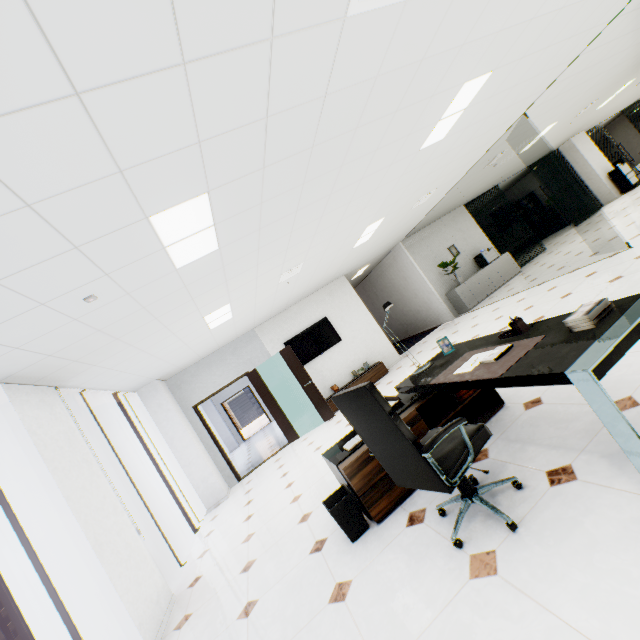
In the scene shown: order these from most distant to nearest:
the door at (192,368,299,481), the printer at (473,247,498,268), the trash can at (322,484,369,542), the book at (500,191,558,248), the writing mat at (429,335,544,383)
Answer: the book at (500,191,558,248) < the printer at (473,247,498,268) < the door at (192,368,299,481) < the trash can at (322,484,369,542) < the writing mat at (429,335,544,383)

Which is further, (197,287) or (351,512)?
(197,287)

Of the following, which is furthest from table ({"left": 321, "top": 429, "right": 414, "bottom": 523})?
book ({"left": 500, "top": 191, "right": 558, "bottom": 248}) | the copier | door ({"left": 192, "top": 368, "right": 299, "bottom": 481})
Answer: book ({"left": 500, "top": 191, "right": 558, "bottom": 248})

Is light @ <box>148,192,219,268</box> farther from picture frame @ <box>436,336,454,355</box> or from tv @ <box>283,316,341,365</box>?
tv @ <box>283,316,341,365</box>

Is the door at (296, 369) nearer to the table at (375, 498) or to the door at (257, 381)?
the door at (257, 381)

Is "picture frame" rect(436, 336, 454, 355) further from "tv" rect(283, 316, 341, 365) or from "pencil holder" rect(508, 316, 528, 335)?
"tv" rect(283, 316, 341, 365)

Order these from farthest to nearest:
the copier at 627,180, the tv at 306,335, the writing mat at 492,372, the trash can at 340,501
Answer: the copier at 627,180
the tv at 306,335
the trash can at 340,501
the writing mat at 492,372

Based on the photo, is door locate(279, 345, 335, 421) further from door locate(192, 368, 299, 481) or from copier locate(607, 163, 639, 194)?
copier locate(607, 163, 639, 194)
